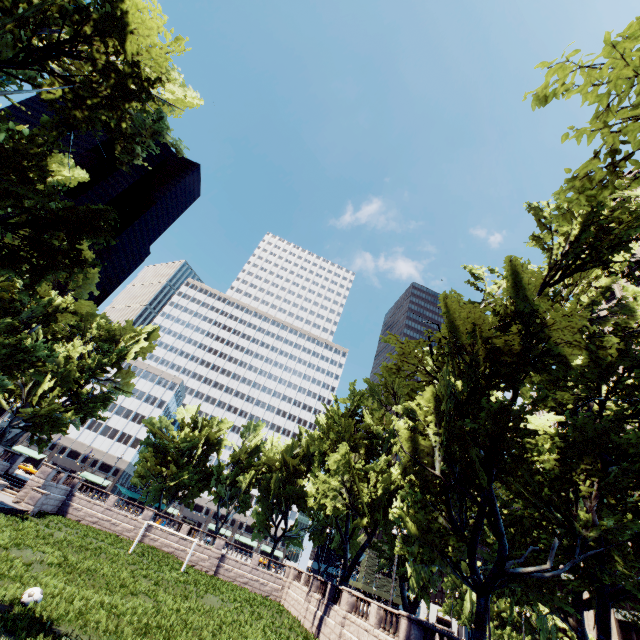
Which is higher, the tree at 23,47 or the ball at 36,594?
the tree at 23,47

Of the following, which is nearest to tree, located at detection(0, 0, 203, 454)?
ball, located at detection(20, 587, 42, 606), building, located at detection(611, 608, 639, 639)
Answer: building, located at detection(611, 608, 639, 639)

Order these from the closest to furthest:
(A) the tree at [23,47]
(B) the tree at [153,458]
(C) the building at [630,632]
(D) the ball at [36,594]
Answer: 1. (D) the ball at [36,594]
2. (A) the tree at [23,47]
3. (B) the tree at [153,458]
4. (C) the building at [630,632]

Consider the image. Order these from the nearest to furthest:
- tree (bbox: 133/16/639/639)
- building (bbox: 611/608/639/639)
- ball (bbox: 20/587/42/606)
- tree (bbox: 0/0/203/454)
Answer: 1. ball (bbox: 20/587/42/606)
2. tree (bbox: 0/0/203/454)
3. tree (bbox: 133/16/639/639)
4. building (bbox: 611/608/639/639)

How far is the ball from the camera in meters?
12.0 m

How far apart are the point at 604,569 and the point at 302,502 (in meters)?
44.06
